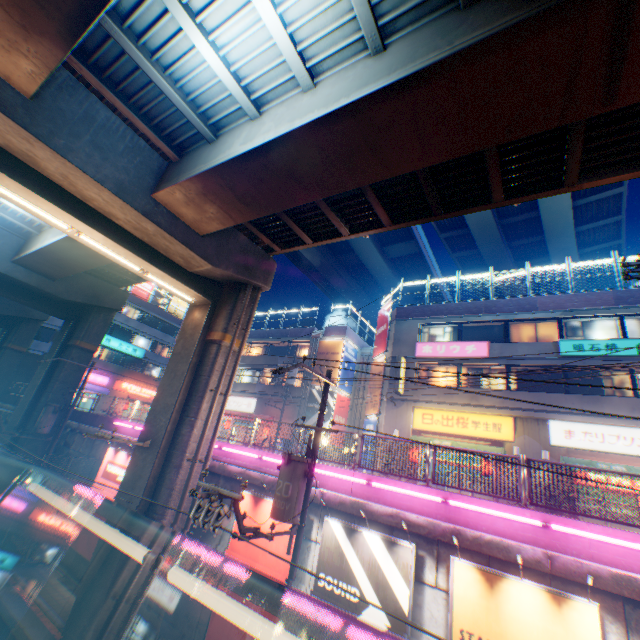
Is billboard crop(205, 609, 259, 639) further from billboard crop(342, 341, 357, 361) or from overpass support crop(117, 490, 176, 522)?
billboard crop(342, 341, 357, 361)

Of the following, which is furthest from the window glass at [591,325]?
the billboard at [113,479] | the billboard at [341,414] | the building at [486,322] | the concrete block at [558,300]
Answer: the billboard at [113,479]

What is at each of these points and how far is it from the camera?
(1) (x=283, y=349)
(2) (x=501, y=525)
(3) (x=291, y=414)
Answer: (1) building, 34.2 meters
(2) concrete block, 8.2 meters
(3) building, 29.2 meters

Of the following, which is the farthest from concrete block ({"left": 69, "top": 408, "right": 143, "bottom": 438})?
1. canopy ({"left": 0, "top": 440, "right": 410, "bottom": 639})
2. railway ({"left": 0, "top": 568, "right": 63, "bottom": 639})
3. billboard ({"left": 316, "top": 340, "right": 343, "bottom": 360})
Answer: billboard ({"left": 316, "top": 340, "right": 343, "bottom": 360})

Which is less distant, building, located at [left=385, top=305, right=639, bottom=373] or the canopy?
the canopy

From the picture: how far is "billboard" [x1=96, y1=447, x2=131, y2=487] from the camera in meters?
15.2 m

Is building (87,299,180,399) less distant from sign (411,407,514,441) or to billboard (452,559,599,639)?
sign (411,407,514,441)

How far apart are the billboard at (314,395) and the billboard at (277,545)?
15.1m
